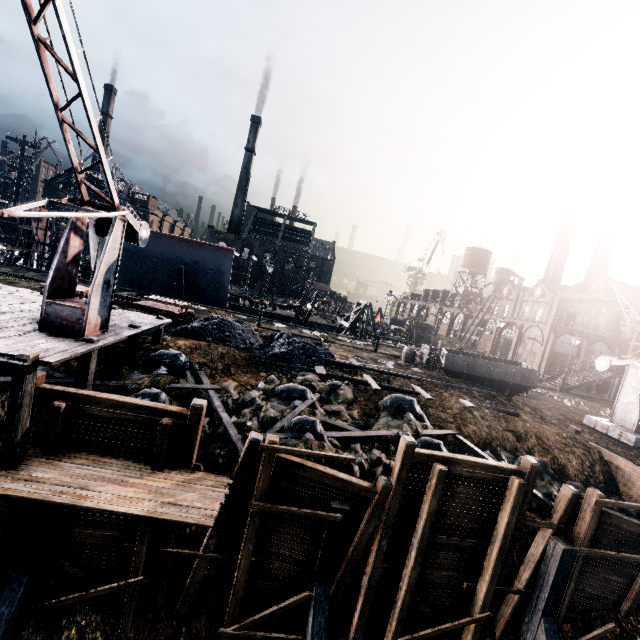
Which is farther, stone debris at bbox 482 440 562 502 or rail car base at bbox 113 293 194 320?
rail car base at bbox 113 293 194 320

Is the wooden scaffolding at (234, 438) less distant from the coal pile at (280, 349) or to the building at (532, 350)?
the coal pile at (280, 349)

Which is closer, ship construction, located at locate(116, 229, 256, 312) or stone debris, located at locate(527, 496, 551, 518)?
stone debris, located at locate(527, 496, 551, 518)

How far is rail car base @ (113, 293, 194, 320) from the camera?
21.0 meters

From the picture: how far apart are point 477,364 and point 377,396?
8.79m

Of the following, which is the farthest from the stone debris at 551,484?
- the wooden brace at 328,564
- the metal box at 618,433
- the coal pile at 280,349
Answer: the metal box at 618,433

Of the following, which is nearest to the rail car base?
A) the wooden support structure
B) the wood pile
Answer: the wooden support structure

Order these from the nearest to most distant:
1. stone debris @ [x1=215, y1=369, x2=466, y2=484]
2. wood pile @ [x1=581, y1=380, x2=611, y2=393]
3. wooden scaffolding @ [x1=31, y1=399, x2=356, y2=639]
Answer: wooden scaffolding @ [x1=31, y1=399, x2=356, y2=639] → stone debris @ [x1=215, y1=369, x2=466, y2=484] → wood pile @ [x1=581, y1=380, x2=611, y2=393]
